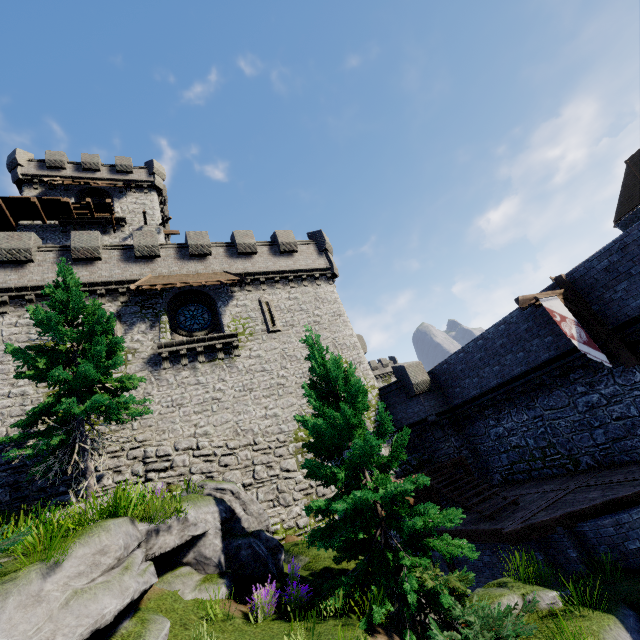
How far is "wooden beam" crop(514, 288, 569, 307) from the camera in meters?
11.3

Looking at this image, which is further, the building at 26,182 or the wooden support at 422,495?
the building at 26,182

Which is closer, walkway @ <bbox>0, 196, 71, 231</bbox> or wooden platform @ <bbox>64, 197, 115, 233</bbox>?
walkway @ <bbox>0, 196, 71, 231</bbox>

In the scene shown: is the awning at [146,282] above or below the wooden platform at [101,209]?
below

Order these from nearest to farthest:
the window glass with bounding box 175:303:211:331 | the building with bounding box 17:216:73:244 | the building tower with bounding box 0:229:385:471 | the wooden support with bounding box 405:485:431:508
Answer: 1. the wooden support with bounding box 405:485:431:508
2. the building tower with bounding box 0:229:385:471
3. the window glass with bounding box 175:303:211:331
4. the building with bounding box 17:216:73:244

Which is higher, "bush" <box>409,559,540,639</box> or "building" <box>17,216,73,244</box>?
"building" <box>17,216,73,244</box>

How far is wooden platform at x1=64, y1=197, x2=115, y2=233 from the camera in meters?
24.5 m

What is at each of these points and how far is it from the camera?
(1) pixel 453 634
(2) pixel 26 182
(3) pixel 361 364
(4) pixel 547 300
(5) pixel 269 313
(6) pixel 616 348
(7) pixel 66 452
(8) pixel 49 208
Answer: (1) bush, 5.68m
(2) building, 26.28m
(3) building tower, 20.33m
(4) flag, 11.14m
(5) window slit, 20.19m
(6) wooden post, 11.49m
(7) tree, 11.31m
(8) walkway, 24.28m
